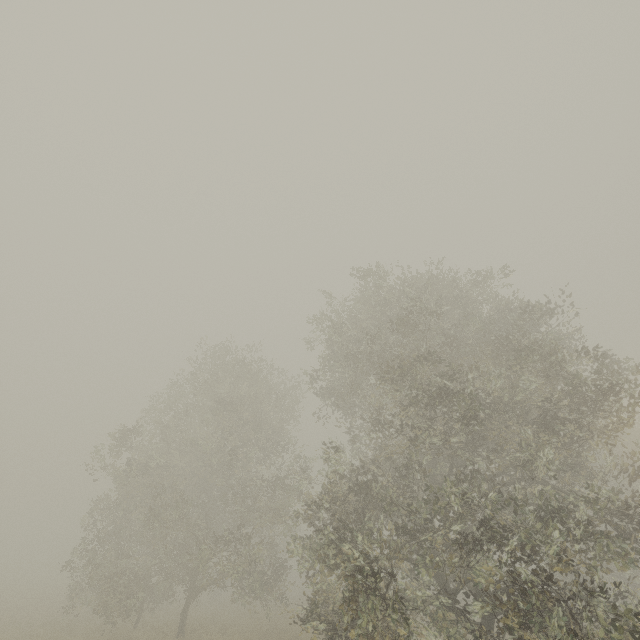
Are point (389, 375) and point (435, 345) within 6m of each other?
yes
